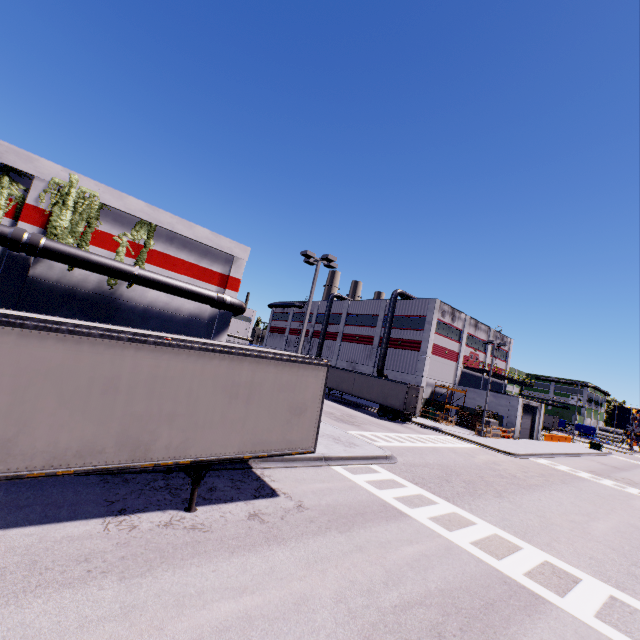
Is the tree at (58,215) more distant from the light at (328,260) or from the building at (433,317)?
the light at (328,260)

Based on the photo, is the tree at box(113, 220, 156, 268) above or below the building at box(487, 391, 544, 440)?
above

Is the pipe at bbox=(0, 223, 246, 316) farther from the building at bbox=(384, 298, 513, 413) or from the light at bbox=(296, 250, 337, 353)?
the light at bbox=(296, 250, 337, 353)

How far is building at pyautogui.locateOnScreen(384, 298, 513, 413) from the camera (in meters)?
40.56

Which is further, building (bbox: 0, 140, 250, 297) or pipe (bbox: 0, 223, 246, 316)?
building (bbox: 0, 140, 250, 297)

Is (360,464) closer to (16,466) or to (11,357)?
(16,466)

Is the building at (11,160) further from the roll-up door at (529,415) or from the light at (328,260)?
the light at (328,260)

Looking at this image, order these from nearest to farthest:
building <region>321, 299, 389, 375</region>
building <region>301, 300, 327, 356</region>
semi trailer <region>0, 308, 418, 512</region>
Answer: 1. semi trailer <region>0, 308, 418, 512</region>
2. building <region>321, 299, 389, 375</region>
3. building <region>301, 300, 327, 356</region>
